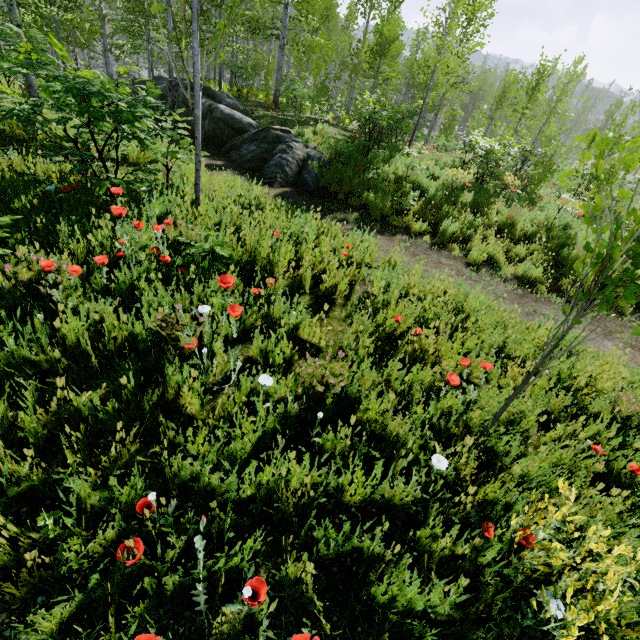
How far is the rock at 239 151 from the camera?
9.28m

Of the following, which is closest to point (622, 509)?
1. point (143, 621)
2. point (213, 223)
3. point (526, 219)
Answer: point (143, 621)

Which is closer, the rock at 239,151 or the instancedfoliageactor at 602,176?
the instancedfoliageactor at 602,176

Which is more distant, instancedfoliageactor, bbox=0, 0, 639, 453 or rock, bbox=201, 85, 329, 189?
rock, bbox=201, 85, 329, 189

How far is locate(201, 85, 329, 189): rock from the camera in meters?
9.3 m
